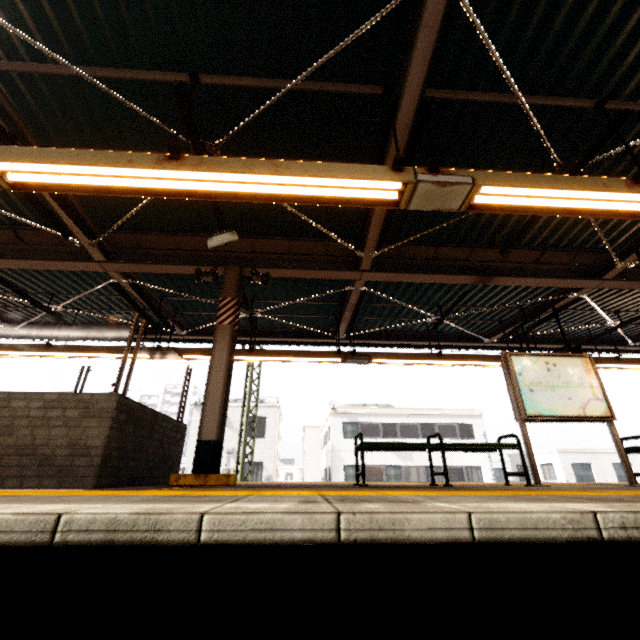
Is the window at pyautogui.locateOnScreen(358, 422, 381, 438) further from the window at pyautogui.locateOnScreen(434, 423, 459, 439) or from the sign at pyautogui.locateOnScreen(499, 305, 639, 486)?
the sign at pyautogui.locateOnScreen(499, 305, 639, 486)

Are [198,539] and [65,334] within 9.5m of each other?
no

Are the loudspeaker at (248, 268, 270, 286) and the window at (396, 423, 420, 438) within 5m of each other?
no

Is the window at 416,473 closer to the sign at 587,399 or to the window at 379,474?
the window at 379,474

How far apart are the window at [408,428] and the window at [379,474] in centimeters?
212cm

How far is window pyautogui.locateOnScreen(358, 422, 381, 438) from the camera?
24.14m

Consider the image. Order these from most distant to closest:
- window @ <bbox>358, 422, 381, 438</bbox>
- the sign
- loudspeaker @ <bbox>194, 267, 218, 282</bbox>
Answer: window @ <bbox>358, 422, 381, 438</bbox> → loudspeaker @ <bbox>194, 267, 218, 282</bbox> → the sign

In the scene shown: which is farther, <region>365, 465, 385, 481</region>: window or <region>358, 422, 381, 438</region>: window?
<region>358, 422, 381, 438</region>: window
